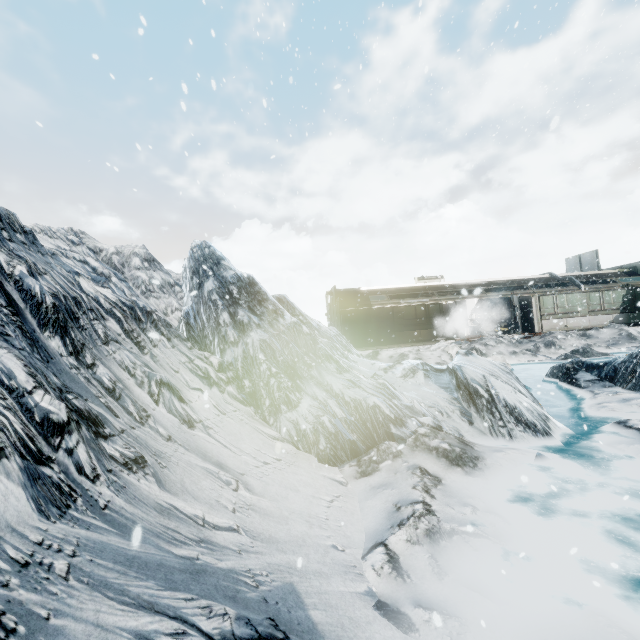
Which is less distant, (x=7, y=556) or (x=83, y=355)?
(x=7, y=556)
